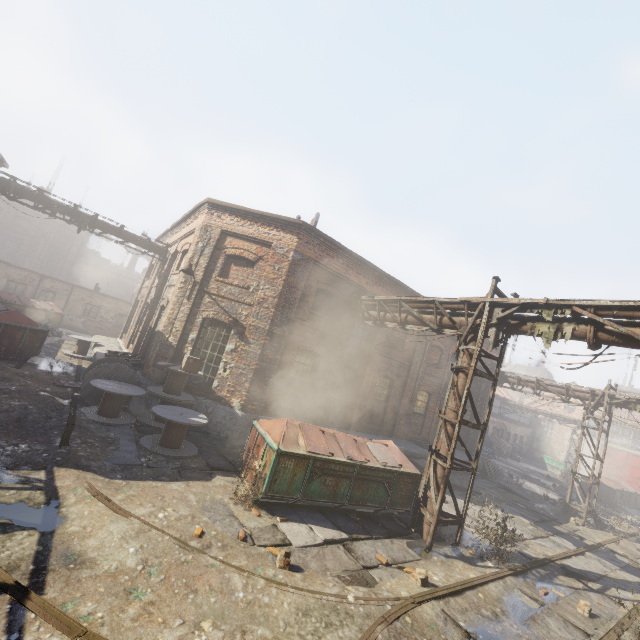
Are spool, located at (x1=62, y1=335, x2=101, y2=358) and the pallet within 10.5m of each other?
yes

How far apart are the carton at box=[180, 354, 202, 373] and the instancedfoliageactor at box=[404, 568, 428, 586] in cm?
816

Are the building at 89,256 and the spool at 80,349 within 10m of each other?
no

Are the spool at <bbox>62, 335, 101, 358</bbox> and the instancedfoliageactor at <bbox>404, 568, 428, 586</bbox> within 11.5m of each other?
no

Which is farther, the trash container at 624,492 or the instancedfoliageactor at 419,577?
the trash container at 624,492

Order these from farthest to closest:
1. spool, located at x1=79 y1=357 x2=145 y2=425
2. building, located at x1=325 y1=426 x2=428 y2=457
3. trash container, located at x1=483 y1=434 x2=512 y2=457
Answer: trash container, located at x1=483 y1=434 x2=512 y2=457
building, located at x1=325 y1=426 x2=428 y2=457
spool, located at x1=79 y1=357 x2=145 y2=425

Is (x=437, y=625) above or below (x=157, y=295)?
below

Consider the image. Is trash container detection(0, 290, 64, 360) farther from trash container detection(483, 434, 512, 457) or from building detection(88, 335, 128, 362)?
trash container detection(483, 434, 512, 457)
